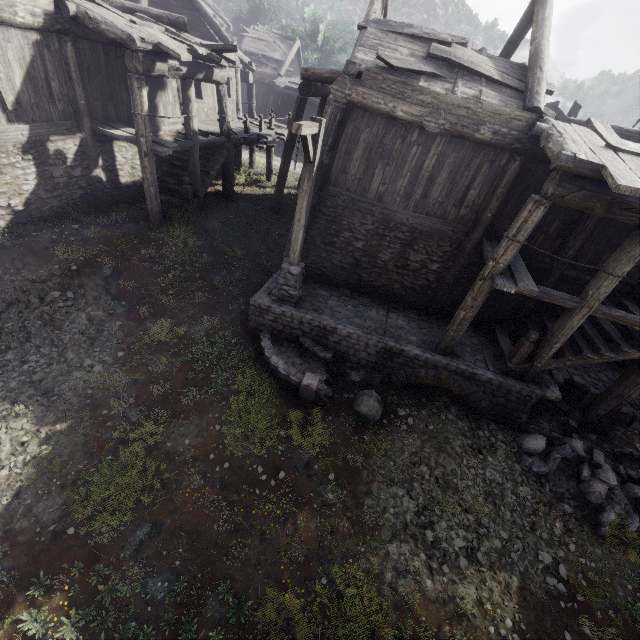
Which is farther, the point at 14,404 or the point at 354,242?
the point at 354,242

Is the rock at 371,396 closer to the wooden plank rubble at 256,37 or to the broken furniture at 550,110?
the broken furniture at 550,110

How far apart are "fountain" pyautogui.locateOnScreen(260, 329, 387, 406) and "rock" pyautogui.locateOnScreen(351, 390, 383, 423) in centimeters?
32cm

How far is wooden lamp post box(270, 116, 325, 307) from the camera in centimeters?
666cm

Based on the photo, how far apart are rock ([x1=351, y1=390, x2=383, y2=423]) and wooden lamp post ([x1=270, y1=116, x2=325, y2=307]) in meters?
3.0

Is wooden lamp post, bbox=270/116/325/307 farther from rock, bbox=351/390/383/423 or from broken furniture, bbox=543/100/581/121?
broken furniture, bbox=543/100/581/121

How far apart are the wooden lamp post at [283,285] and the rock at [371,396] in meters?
3.0

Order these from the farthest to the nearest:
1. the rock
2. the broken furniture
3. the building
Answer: the broken furniture, the rock, the building
